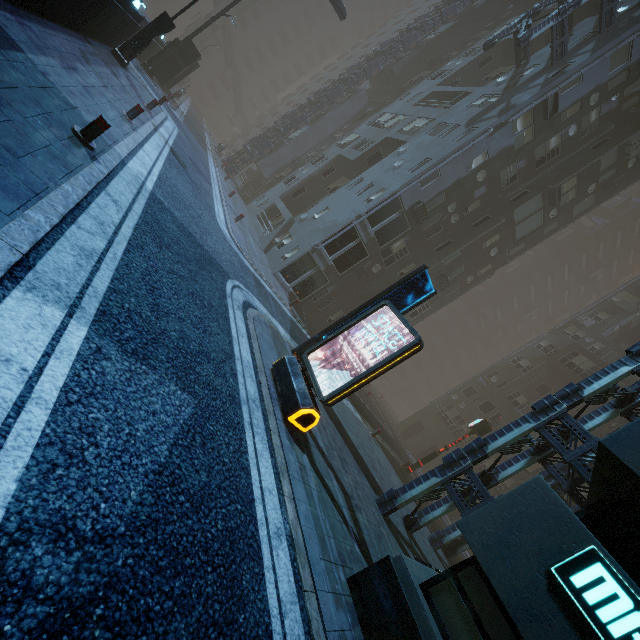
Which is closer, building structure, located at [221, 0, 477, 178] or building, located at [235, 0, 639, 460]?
building, located at [235, 0, 639, 460]

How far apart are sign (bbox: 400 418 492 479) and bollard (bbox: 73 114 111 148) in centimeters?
1946cm

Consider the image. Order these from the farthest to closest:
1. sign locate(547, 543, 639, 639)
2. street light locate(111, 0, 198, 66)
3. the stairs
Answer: the stairs, street light locate(111, 0, 198, 66), sign locate(547, 543, 639, 639)

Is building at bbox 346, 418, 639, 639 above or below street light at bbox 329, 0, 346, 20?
below

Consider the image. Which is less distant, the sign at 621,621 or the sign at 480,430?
the sign at 621,621

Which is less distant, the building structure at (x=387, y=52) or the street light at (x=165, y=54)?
the street light at (x=165, y=54)

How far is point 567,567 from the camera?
4.1m

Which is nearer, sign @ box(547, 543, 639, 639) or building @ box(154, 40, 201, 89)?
sign @ box(547, 543, 639, 639)
